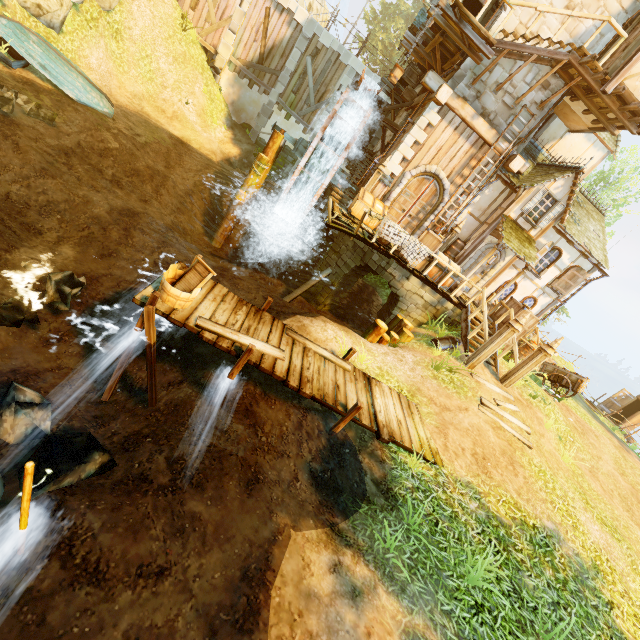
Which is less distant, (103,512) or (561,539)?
(103,512)

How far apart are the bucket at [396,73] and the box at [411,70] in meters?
7.0

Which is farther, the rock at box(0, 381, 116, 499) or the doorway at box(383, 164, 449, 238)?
the doorway at box(383, 164, 449, 238)

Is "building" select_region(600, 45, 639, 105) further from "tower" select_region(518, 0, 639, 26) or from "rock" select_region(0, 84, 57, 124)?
"rock" select_region(0, 84, 57, 124)

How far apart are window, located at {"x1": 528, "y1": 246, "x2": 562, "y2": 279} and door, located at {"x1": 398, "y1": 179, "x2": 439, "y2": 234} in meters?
5.7 m

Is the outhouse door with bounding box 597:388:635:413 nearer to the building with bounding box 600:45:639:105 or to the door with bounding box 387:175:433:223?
the building with bounding box 600:45:639:105

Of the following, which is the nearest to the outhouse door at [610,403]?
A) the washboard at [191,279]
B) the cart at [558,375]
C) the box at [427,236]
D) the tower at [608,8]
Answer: the cart at [558,375]

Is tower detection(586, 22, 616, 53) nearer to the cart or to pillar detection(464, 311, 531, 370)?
pillar detection(464, 311, 531, 370)
